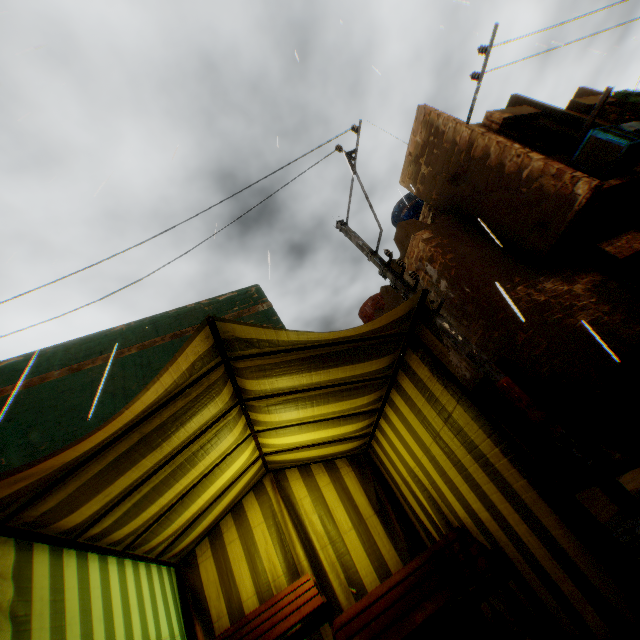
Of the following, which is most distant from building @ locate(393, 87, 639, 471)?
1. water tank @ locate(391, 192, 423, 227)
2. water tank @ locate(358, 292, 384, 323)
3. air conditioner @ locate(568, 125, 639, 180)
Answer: water tank @ locate(391, 192, 423, 227)

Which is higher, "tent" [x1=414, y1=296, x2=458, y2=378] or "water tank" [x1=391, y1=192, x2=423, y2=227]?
"water tank" [x1=391, y1=192, x2=423, y2=227]

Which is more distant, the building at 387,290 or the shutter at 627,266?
the building at 387,290

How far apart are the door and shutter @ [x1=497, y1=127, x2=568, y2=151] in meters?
5.0 m

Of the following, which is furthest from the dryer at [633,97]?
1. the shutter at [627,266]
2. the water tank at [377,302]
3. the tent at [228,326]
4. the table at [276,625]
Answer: the table at [276,625]

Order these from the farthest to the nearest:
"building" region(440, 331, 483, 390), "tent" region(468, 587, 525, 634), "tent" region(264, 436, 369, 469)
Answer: "building" region(440, 331, 483, 390) < "tent" region(264, 436, 369, 469) < "tent" region(468, 587, 525, 634)

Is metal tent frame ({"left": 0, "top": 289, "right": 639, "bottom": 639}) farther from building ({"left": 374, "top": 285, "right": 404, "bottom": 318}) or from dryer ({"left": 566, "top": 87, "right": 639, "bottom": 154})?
dryer ({"left": 566, "top": 87, "right": 639, "bottom": 154})

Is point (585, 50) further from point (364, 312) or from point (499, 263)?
point (364, 312)
